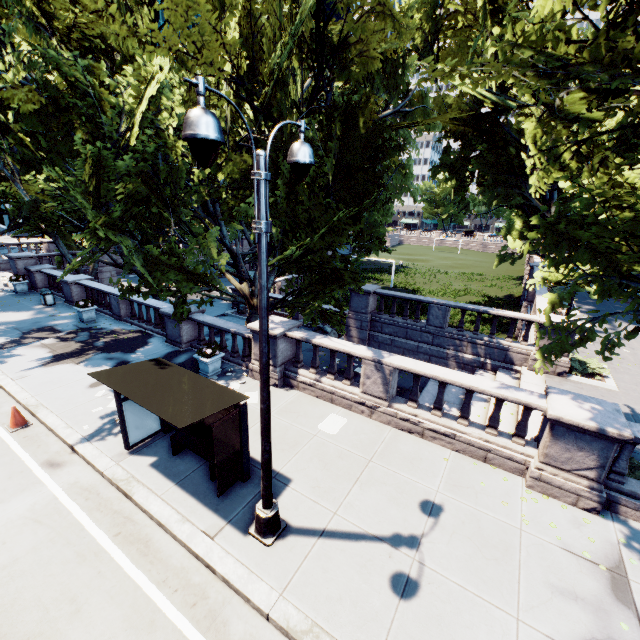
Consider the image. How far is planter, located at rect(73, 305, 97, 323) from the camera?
16.81m

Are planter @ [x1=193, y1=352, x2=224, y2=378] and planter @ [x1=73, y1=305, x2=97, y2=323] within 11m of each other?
yes

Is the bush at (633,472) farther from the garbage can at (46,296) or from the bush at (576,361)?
the garbage can at (46,296)

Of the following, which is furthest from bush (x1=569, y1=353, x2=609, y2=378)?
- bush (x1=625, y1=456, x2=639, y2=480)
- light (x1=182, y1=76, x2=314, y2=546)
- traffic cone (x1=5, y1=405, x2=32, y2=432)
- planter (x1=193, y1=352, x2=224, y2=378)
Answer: traffic cone (x1=5, y1=405, x2=32, y2=432)

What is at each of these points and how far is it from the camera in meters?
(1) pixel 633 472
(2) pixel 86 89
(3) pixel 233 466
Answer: (1) bush, 8.2
(2) tree, 10.2
(3) bus stop, 7.3

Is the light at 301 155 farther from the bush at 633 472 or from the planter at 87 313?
the planter at 87 313

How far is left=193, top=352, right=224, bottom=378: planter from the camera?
11.98m

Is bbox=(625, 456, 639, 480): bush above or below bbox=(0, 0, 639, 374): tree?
below
